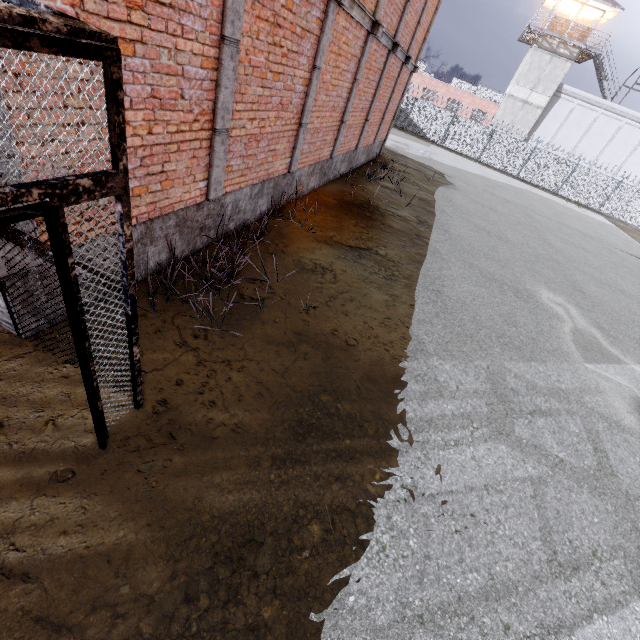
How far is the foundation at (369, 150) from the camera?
4.33m

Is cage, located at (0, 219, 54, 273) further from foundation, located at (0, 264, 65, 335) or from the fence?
the fence

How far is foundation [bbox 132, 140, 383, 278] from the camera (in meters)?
4.33

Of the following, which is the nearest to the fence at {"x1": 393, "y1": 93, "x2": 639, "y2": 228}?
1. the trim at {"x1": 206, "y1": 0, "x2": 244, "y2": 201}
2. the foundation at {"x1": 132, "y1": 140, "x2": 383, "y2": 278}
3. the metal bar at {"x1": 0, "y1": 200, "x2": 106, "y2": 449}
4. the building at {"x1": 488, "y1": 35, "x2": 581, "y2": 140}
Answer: the building at {"x1": 488, "y1": 35, "x2": 581, "y2": 140}

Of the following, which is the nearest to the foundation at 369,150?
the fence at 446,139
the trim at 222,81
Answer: the trim at 222,81

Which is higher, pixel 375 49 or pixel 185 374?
pixel 375 49

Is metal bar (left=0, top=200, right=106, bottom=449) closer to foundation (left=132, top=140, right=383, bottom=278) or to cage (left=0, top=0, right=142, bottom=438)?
cage (left=0, top=0, right=142, bottom=438)

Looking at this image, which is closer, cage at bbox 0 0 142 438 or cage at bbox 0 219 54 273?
cage at bbox 0 0 142 438
